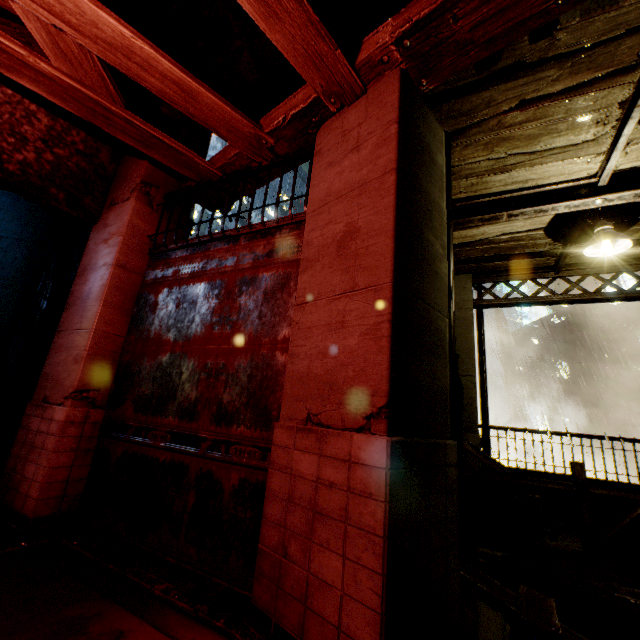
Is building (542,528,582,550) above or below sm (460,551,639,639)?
below

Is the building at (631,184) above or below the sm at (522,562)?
above

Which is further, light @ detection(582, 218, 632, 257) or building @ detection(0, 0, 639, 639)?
A: light @ detection(582, 218, 632, 257)

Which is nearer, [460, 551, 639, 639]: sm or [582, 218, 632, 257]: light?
[460, 551, 639, 639]: sm

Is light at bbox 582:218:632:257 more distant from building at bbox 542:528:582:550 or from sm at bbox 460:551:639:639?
sm at bbox 460:551:639:639

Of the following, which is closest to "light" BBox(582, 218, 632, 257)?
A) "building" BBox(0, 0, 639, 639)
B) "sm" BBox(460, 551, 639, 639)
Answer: "building" BBox(0, 0, 639, 639)

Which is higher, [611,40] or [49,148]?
[611,40]

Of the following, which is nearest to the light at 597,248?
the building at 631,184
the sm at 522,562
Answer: the building at 631,184
